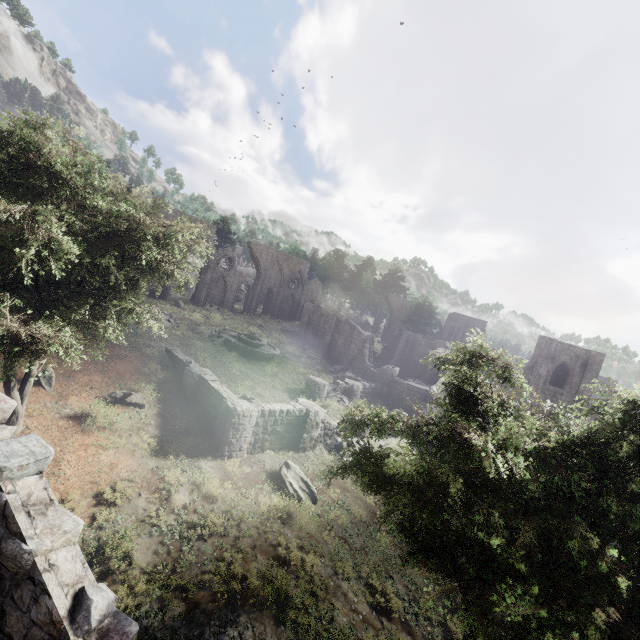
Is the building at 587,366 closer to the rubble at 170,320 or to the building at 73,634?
the building at 73,634

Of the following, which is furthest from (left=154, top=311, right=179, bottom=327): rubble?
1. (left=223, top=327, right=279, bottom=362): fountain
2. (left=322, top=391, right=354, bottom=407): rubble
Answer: (left=322, top=391, right=354, bottom=407): rubble

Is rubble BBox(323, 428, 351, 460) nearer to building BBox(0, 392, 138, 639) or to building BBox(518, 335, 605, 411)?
building BBox(518, 335, 605, 411)

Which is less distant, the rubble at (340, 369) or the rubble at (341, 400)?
the rubble at (341, 400)

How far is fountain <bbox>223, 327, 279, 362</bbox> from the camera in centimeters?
2802cm

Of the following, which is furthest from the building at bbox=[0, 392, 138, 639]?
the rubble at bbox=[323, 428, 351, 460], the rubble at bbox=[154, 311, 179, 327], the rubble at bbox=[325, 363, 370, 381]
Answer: the rubble at bbox=[325, 363, 370, 381]

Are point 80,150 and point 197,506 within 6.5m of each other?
no

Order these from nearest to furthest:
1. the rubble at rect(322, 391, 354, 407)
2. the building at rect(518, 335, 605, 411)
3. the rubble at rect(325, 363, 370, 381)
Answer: the rubble at rect(322, 391, 354, 407), the rubble at rect(325, 363, 370, 381), the building at rect(518, 335, 605, 411)
